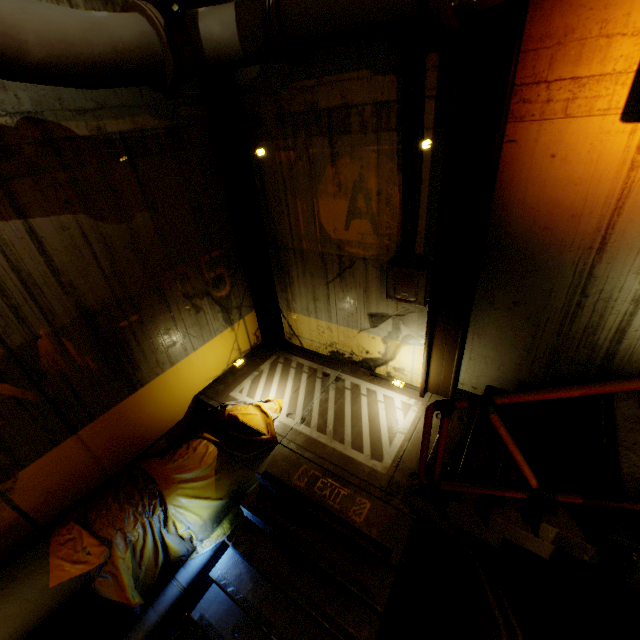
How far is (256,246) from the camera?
5.45m

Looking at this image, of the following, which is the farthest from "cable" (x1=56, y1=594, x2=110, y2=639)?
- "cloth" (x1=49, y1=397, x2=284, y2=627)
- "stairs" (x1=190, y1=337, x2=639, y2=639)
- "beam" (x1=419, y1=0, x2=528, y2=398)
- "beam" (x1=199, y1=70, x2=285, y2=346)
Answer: "beam" (x1=419, y1=0, x2=528, y2=398)

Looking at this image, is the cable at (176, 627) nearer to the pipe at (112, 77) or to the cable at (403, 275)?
the pipe at (112, 77)

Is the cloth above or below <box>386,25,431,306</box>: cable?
below

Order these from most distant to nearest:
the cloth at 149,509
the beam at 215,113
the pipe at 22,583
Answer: the beam at 215,113 < the cloth at 149,509 < the pipe at 22,583

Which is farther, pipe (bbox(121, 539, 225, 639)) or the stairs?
pipe (bbox(121, 539, 225, 639))

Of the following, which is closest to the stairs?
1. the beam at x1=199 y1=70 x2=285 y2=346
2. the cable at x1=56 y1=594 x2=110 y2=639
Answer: the beam at x1=199 y1=70 x2=285 y2=346

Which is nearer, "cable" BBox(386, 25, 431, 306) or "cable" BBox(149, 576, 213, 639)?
"cable" BBox(386, 25, 431, 306)
